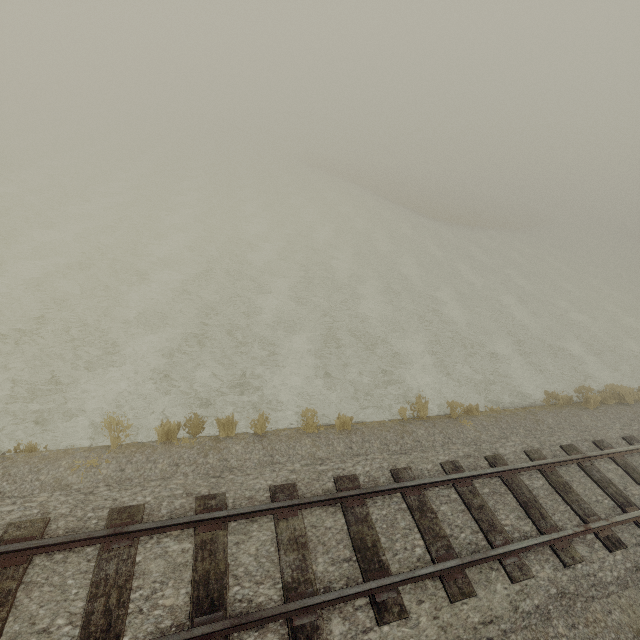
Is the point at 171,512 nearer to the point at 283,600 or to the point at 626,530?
the point at 283,600
